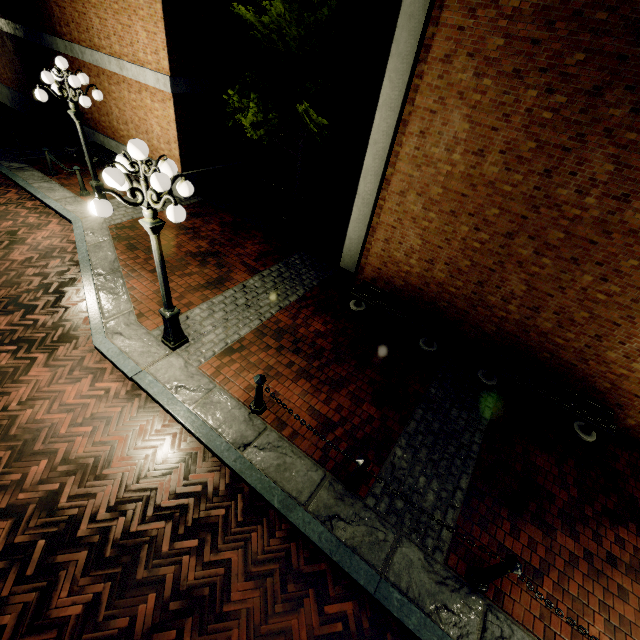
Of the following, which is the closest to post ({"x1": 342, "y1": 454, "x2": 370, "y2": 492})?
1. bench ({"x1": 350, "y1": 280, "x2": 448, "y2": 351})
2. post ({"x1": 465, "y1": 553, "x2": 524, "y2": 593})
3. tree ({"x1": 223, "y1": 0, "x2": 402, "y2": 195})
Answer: post ({"x1": 465, "y1": 553, "x2": 524, "y2": 593})

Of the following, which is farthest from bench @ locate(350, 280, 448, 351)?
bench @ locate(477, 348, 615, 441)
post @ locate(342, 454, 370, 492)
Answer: post @ locate(342, 454, 370, 492)

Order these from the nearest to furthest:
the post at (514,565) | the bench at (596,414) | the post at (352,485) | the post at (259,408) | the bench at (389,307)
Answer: the post at (514,565)
the post at (352,485)
the post at (259,408)
the bench at (596,414)
the bench at (389,307)

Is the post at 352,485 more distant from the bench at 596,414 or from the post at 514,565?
the bench at 596,414

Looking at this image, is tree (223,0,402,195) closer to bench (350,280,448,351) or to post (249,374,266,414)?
bench (350,280,448,351)

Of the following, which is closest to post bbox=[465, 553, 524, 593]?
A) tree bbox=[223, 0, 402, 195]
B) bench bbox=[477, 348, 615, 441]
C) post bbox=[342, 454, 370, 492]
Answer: post bbox=[342, 454, 370, 492]

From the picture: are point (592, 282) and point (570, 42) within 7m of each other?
yes

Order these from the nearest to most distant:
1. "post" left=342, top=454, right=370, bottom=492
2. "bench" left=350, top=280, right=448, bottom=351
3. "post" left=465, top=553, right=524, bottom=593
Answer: "post" left=465, top=553, right=524, bottom=593, "post" left=342, top=454, right=370, bottom=492, "bench" left=350, top=280, right=448, bottom=351
